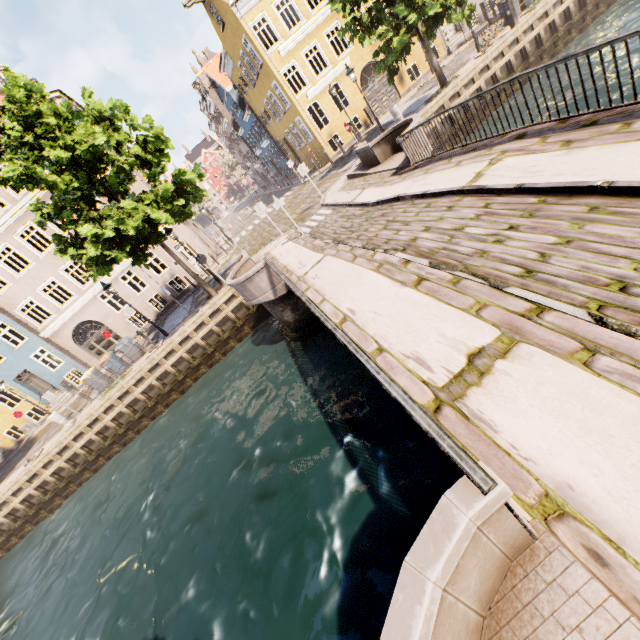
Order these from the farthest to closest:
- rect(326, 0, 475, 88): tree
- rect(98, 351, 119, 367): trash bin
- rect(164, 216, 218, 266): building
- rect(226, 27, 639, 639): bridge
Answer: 1. rect(164, 216, 218, 266): building
2. rect(98, 351, 119, 367): trash bin
3. rect(326, 0, 475, 88): tree
4. rect(226, 27, 639, 639): bridge

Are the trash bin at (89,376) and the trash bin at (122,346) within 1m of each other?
no

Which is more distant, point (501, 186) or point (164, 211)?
point (164, 211)

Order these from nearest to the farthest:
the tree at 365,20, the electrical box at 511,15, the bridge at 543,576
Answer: the bridge at 543,576 < the tree at 365,20 < the electrical box at 511,15

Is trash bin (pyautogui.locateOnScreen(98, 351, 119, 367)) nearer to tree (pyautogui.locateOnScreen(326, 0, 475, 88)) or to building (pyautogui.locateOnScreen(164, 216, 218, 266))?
tree (pyautogui.locateOnScreen(326, 0, 475, 88))

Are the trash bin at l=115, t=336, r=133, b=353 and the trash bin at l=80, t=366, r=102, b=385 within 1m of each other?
no

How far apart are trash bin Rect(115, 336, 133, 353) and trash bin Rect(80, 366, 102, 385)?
1.6m

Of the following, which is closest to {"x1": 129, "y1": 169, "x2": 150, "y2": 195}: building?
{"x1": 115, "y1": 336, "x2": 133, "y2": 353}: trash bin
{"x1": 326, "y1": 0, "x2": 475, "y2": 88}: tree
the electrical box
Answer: {"x1": 326, "y1": 0, "x2": 475, "y2": 88}: tree
